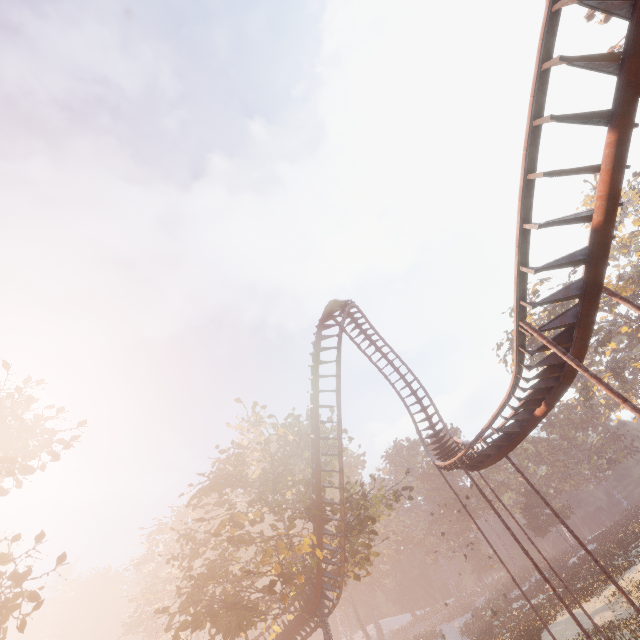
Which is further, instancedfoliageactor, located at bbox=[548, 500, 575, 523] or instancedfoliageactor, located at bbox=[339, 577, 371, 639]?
instancedfoliageactor, located at bbox=[339, 577, 371, 639]

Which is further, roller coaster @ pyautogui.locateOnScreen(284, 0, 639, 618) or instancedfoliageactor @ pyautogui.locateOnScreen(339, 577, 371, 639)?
instancedfoliageactor @ pyautogui.locateOnScreen(339, 577, 371, 639)

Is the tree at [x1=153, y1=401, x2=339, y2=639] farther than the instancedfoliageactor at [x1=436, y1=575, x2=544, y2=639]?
No

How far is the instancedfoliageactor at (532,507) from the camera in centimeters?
2516cm

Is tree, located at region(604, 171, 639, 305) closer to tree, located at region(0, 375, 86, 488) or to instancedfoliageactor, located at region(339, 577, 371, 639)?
instancedfoliageactor, located at region(339, 577, 371, 639)

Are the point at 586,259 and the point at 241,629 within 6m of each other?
no

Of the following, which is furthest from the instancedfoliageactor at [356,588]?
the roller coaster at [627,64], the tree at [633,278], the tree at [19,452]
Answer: the tree at [633,278]

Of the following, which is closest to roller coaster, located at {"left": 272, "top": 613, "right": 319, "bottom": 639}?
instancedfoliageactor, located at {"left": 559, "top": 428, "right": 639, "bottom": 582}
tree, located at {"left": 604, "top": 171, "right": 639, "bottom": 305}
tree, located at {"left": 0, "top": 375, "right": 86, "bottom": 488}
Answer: tree, located at {"left": 0, "top": 375, "right": 86, "bottom": 488}
